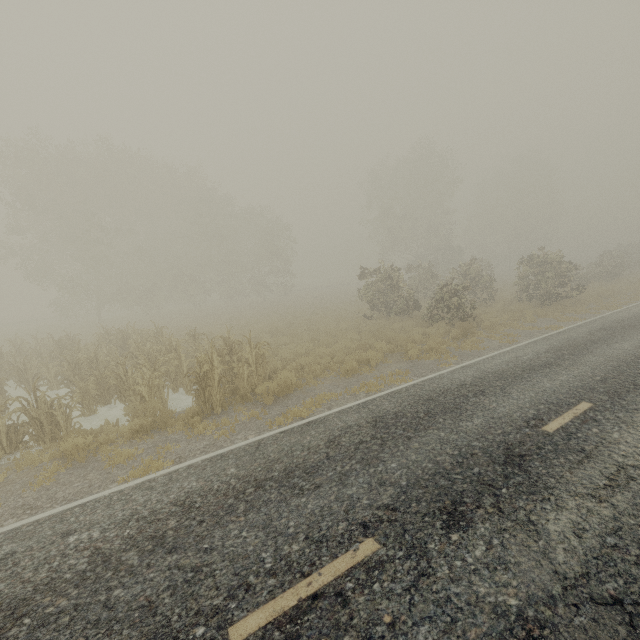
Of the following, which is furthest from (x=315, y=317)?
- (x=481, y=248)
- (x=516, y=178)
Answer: (x=516, y=178)
